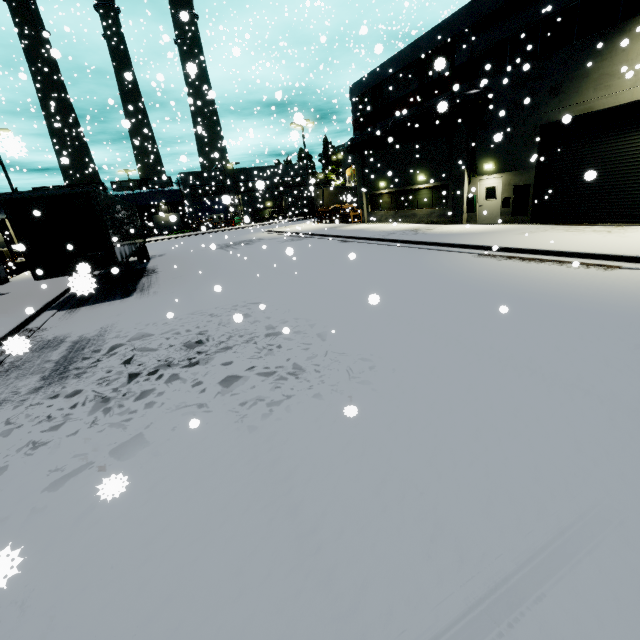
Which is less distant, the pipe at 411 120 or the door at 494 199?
the pipe at 411 120

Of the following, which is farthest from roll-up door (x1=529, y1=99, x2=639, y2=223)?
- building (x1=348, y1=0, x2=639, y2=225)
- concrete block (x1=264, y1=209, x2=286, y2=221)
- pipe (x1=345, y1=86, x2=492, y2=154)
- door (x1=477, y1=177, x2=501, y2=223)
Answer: concrete block (x1=264, y1=209, x2=286, y2=221)

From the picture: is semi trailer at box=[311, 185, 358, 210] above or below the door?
above

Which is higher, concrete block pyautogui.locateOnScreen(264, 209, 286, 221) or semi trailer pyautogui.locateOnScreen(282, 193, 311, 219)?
semi trailer pyautogui.locateOnScreen(282, 193, 311, 219)

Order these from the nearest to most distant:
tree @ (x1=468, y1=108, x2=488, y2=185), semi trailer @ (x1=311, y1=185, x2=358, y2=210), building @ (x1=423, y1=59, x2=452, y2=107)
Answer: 1. tree @ (x1=468, y1=108, x2=488, y2=185)
2. building @ (x1=423, y1=59, x2=452, y2=107)
3. semi trailer @ (x1=311, y1=185, x2=358, y2=210)

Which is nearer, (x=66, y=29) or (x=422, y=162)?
(x=66, y=29)

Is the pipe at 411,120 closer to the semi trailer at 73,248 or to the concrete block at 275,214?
the semi trailer at 73,248

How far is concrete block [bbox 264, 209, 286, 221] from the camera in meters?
56.0
